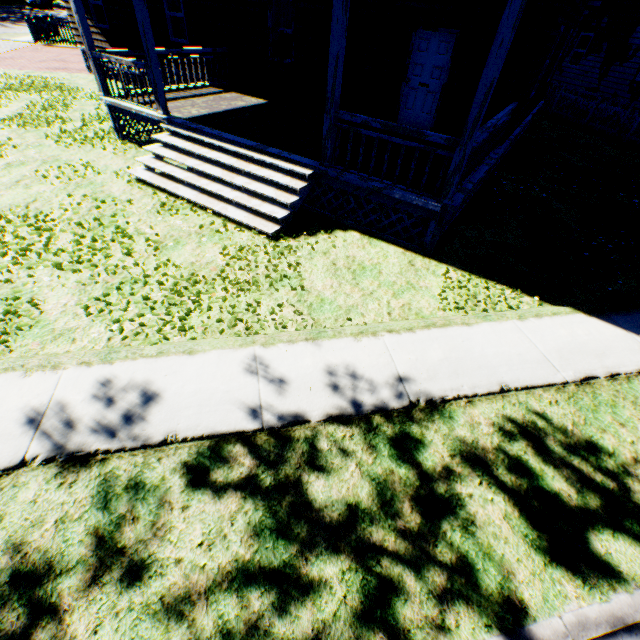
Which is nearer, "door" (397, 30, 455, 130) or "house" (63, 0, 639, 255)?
"house" (63, 0, 639, 255)

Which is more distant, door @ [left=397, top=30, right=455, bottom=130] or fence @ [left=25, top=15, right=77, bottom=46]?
fence @ [left=25, top=15, right=77, bottom=46]

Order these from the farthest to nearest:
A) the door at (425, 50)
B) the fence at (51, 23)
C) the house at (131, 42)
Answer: the fence at (51, 23), the door at (425, 50), the house at (131, 42)

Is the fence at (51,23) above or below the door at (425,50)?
below

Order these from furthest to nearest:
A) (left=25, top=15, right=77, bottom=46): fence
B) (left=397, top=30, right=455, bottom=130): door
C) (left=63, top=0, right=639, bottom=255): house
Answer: (left=25, top=15, right=77, bottom=46): fence → (left=397, top=30, right=455, bottom=130): door → (left=63, top=0, right=639, bottom=255): house

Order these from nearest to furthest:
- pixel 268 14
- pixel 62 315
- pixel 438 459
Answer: pixel 438 459, pixel 62 315, pixel 268 14

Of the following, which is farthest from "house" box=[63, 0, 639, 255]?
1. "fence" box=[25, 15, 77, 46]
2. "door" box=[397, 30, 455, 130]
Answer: "fence" box=[25, 15, 77, 46]
